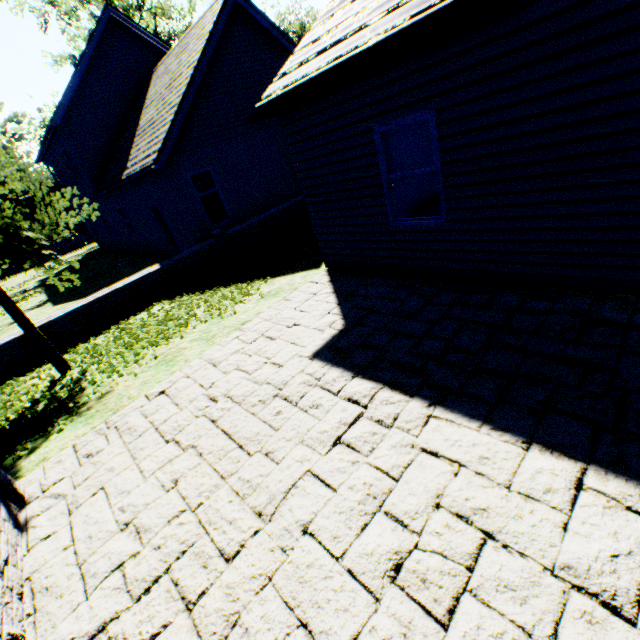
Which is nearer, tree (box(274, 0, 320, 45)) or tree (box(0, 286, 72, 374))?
tree (box(0, 286, 72, 374))

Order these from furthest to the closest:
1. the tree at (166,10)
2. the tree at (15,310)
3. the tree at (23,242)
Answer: the tree at (166,10) → the tree at (15,310) → the tree at (23,242)

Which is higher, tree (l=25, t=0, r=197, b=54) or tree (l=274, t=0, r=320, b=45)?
tree (l=25, t=0, r=197, b=54)

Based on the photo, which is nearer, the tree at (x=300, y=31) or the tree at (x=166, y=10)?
the tree at (x=166, y=10)

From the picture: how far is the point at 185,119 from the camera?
11.19m

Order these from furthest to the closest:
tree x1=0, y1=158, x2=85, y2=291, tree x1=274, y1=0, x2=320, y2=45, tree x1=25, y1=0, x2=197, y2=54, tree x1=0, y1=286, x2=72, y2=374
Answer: tree x1=274, y1=0, x2=320, y2=45 → tree x1=25, y1=0, x2=197, y2=54 → tree x1=0, y1=286, x2=72, y2=374 → tree x1=0, y1=158, x2=85, y2=291
